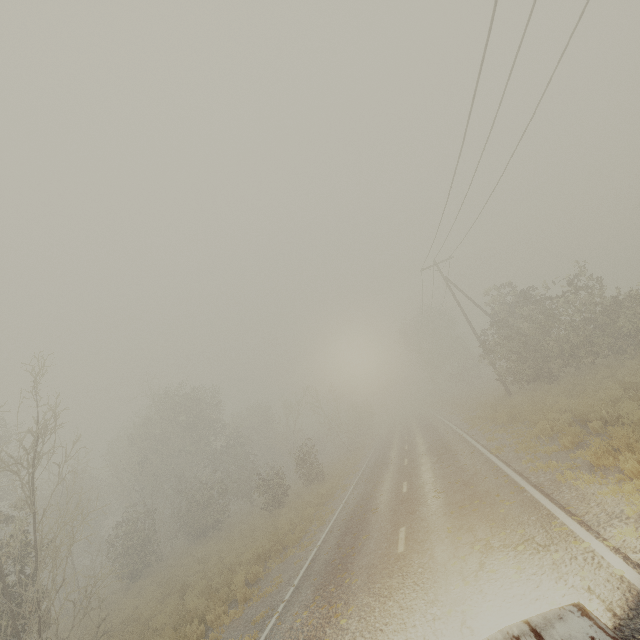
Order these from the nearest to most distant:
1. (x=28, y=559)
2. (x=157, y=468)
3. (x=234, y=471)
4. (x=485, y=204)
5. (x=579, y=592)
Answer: (x=579, y=592) < (x=28, y=559) < (x=485, y=204) < (x=157, y=468) < (x=234, y=471)

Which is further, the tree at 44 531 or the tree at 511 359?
the tree at 511 359

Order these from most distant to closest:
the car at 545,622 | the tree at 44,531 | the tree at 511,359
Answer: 1. the tree at 511,359
2. the tree at 44,531
3. the car at 545,622

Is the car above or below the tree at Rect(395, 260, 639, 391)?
below

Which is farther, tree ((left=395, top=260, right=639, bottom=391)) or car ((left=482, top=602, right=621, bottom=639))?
tree ((left=395, top=260, right=639, bottom=391))

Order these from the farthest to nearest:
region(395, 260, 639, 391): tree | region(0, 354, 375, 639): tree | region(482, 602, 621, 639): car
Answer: region(395, 260, 639, 391): tree → region(0, 354, 375, 639): tree → region(482, 602, 621, 639): car
